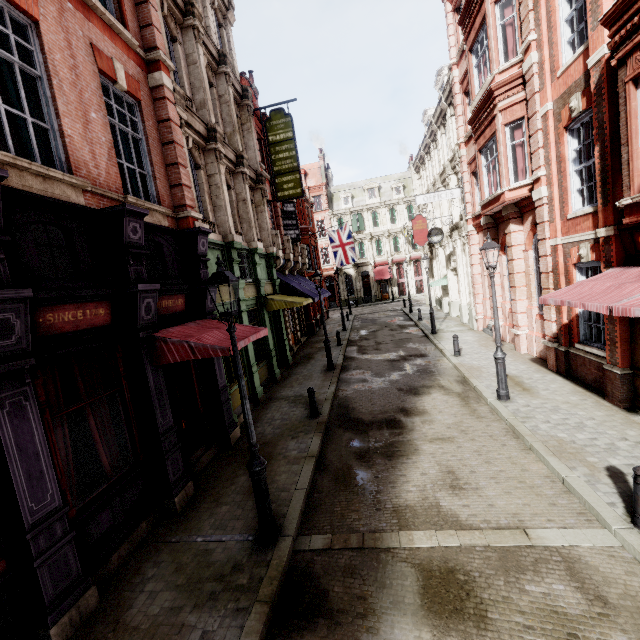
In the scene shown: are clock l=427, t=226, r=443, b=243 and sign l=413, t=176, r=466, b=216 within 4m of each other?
yes

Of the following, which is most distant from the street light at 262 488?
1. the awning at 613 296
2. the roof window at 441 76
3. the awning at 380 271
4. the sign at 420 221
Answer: the awning at 380 271

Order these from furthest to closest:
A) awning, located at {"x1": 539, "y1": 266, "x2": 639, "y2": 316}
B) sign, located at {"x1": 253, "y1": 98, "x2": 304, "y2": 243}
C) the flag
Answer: the flag < sign, located at {"x1": 253, "y1": 98, "x2": 304, "y2": 243} < awning, located at {"x1": 539, "y1": 266, "x2": 639, "y2": 316}

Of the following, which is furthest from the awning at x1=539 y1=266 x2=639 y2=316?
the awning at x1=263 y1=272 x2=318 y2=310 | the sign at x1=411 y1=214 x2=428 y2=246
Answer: the sign at x1=411 y1=214 x2=428 y2=246

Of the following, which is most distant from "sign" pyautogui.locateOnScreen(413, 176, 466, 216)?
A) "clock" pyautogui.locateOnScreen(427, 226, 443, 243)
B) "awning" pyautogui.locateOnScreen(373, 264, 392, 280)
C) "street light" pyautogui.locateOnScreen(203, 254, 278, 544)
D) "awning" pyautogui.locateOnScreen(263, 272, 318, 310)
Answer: "awning" pyautogui.locateOnScreen(373, 264, 392, 280)

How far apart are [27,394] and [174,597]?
3.6m

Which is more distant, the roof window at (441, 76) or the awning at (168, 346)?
the roof window at (441, 76)

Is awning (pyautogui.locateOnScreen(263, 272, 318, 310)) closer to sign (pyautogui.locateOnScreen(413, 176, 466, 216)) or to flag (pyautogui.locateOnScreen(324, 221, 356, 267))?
flag (pyautogui.locateOnScreen(324, 221, 356, 267))
